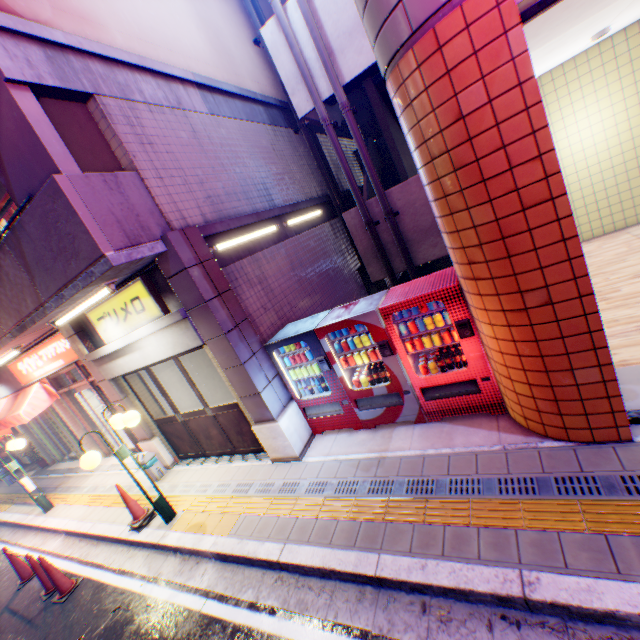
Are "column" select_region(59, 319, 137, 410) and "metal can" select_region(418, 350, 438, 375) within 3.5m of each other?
no

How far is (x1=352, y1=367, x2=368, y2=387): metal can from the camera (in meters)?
5.33

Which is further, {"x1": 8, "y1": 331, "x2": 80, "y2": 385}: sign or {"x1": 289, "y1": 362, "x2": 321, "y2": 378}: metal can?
{"x1": 8, "y1": 331, "x2": 80, "y2": 385}: sign

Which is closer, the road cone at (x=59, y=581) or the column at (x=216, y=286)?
the column at (x=216, y=286)

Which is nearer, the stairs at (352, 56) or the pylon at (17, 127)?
the pylon at (17, 127)

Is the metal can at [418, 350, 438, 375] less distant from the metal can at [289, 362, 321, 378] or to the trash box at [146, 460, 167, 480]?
the metal can at [289, 362, 321, 378]

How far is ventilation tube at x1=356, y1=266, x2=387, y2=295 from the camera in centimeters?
1062cm

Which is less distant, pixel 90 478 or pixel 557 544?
pixel 557 544
